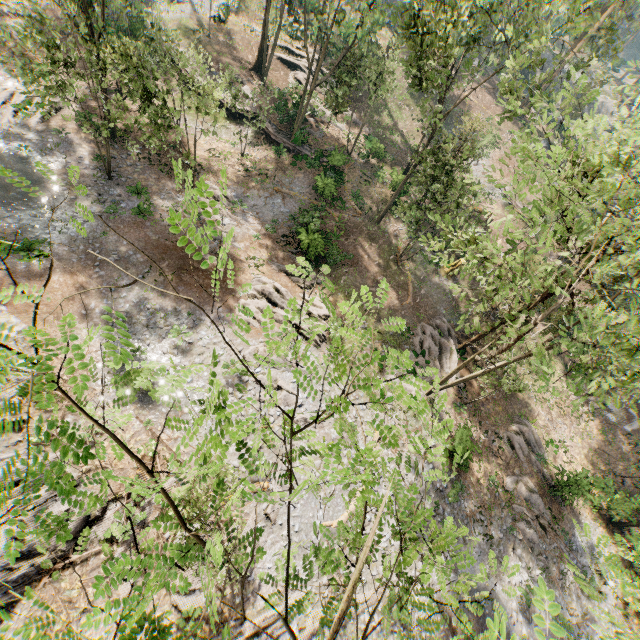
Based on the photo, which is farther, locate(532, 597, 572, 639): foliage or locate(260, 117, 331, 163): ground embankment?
locate(260, 117, 331, 163): ground embankment

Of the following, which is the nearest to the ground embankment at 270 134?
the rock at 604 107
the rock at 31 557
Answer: the rock at 31 557

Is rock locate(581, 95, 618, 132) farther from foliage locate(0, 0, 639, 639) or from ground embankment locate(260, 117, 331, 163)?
ground embankment locate(260, 117, 331, 163)

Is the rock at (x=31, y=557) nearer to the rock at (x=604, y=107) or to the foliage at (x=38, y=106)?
the foliage at (x=38, y=106)

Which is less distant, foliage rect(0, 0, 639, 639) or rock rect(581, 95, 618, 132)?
foliage rect(0, 0, 639, 639)

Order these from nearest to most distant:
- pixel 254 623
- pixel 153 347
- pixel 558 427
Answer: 1. pixel 254 623
2. pixel 153 347
3. pixel 558 427
